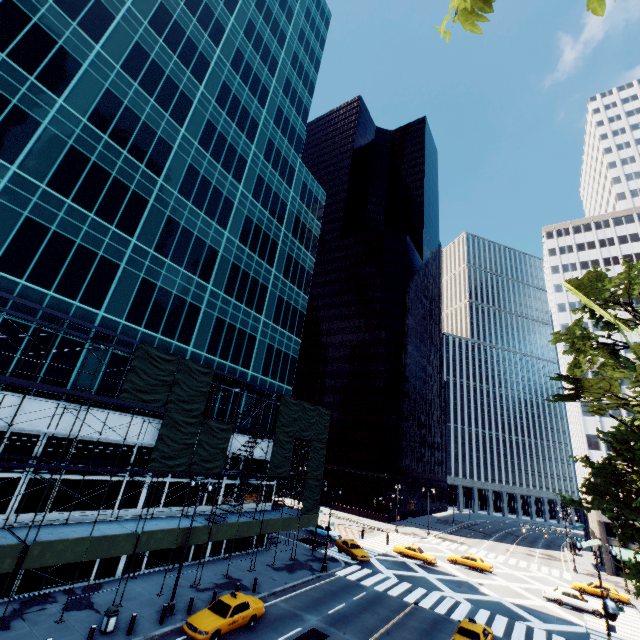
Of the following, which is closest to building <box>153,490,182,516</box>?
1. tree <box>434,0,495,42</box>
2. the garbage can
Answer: the garbage can

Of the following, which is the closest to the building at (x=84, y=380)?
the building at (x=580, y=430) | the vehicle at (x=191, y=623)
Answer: the vehicle at (x=191, y=623)

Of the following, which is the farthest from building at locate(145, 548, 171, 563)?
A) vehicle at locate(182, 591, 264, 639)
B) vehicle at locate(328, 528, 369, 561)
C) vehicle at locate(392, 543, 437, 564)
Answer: vehicle at locate(392, 543, 437, 564)

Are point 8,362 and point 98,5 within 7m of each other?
no

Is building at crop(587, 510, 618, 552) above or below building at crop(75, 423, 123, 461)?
below

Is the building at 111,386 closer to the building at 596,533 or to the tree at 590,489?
the tree at 590,489

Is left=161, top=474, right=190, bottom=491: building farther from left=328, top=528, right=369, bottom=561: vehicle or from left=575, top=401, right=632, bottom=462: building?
left=575, top=401, right=632, bottom=462: building

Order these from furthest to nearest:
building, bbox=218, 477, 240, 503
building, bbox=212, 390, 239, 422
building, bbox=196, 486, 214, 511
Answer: building, bbox=212, 390, 239, 422
building, bbox=218, 477, 240, 503
building, bbox=196, 486, 214, 511
